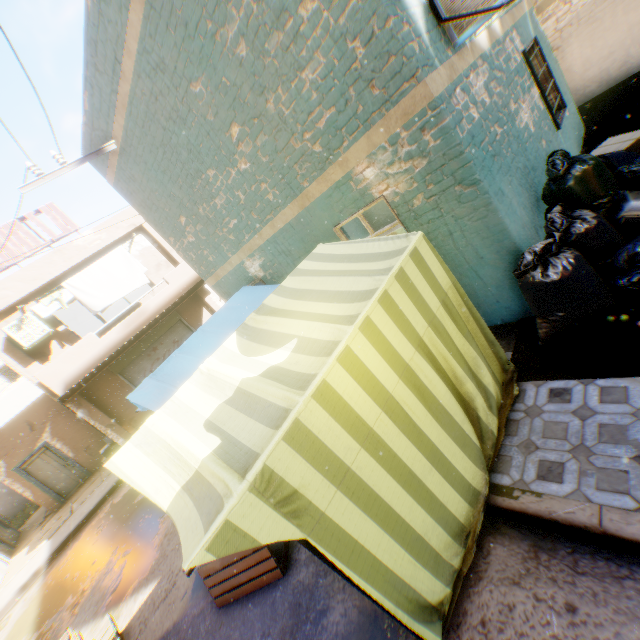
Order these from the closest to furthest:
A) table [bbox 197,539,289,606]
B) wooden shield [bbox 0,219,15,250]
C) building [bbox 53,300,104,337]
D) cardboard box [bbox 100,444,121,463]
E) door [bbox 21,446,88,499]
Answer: table [bbox 197,539,289,606], wooden shield [bbox 0,219,15,250], cardboard box [bbox 100,444,121,463], door [bbox 21,446,88,499], building [bbox 53,300,104,337]

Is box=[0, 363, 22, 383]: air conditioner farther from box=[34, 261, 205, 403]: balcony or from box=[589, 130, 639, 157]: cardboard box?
box=[589, 130, 639, 157]: cardboard box

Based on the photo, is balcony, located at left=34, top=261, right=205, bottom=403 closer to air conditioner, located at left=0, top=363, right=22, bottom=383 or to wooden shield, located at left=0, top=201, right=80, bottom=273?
air conditioner, located at left=0, top=363, right=22, bottom=383

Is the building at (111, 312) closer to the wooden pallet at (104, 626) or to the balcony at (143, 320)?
the balcony at (143, 320)

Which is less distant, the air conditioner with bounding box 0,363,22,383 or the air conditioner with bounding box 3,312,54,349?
the air conditioner with bounding box 3,312,54,349

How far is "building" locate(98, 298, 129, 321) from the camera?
20.5 meters

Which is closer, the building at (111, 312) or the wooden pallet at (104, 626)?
the wooden pallet at (104, 626)

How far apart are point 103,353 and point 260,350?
9.83m
